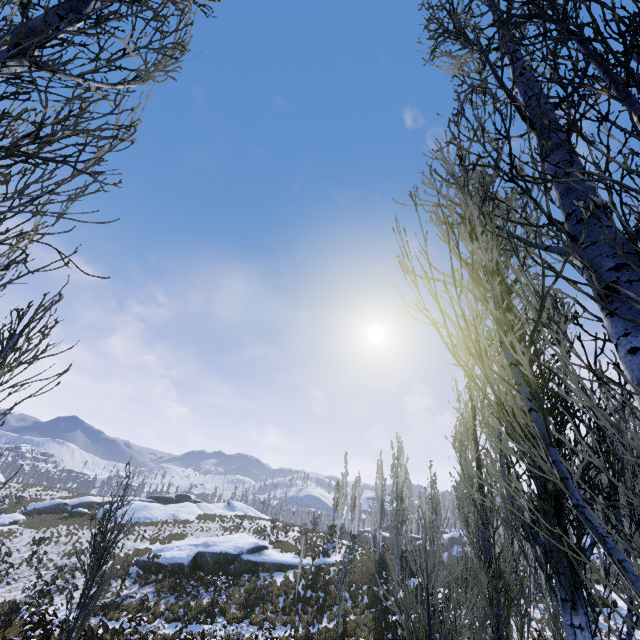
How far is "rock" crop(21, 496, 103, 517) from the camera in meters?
36.6

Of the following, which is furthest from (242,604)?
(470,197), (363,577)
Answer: (470,197)

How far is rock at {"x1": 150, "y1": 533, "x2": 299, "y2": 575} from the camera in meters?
23.7 m

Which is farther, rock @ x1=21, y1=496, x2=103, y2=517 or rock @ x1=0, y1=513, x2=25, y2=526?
rock @ x1=21, y1=496, x2=103, y2=517

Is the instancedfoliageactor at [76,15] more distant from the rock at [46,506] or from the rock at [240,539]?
the rock at [46,506]

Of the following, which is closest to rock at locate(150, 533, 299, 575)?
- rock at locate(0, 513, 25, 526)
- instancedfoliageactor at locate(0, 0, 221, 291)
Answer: instancedfoliageactor at locate(0, 0, 221, 291)

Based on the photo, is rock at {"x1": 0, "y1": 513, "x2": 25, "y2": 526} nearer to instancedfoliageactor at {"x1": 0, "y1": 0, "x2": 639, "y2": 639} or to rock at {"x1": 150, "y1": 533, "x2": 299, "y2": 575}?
instancedfoliageactor at {"x1": 0, "y1": 0, "x2": 639, "y2": 639}

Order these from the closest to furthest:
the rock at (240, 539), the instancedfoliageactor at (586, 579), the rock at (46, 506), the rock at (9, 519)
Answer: the instancedfoliageactor at (586, 579) < the rock at (240, 539) < the rock at (9, 519) < the rock at (46, 506)
